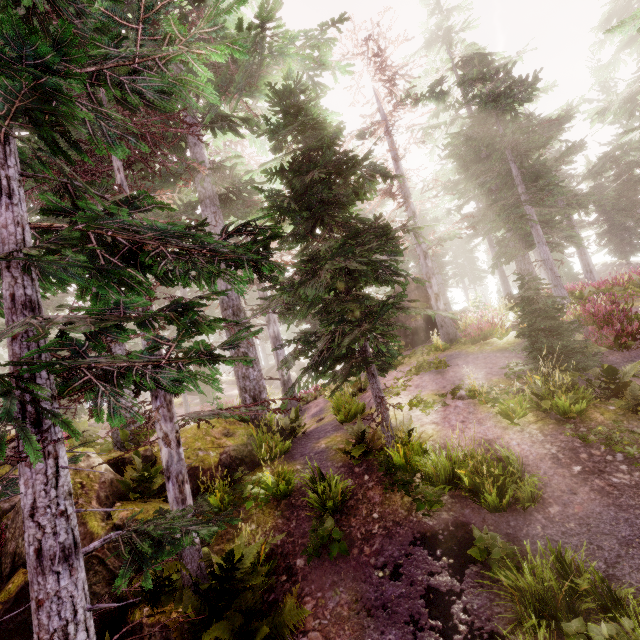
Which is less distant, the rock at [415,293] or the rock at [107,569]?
the rock at [107,569]

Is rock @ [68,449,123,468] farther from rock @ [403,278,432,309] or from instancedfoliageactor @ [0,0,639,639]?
rock @ [403,278,432,309]

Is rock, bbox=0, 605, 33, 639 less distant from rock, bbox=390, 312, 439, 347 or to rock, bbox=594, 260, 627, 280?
rock, bbox=390, 312, 439, 347

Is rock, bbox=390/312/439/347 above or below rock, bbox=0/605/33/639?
above

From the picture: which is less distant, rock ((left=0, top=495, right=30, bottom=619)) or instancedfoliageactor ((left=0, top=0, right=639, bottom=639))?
instancedfoliageactor ((left=0, top=0, right=639, bottom=639))

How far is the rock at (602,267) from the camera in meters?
34.2 m

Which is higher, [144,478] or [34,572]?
[34,572]
